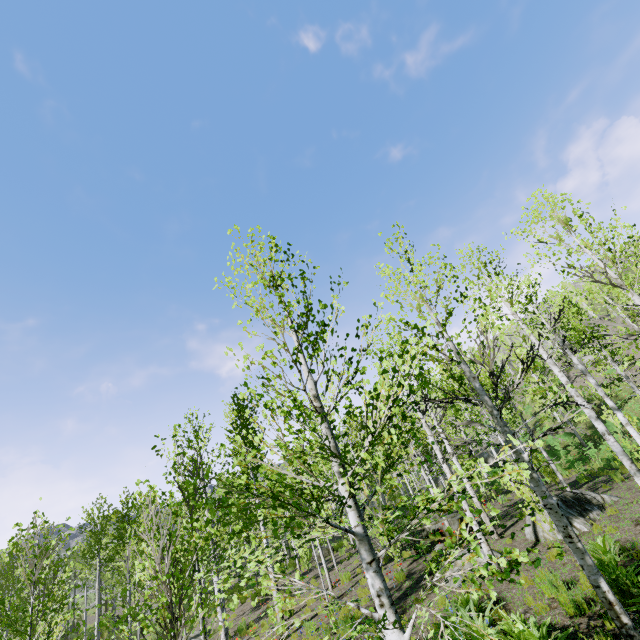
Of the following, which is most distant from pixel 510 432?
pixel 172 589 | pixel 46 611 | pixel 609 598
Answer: pixel 46 611
